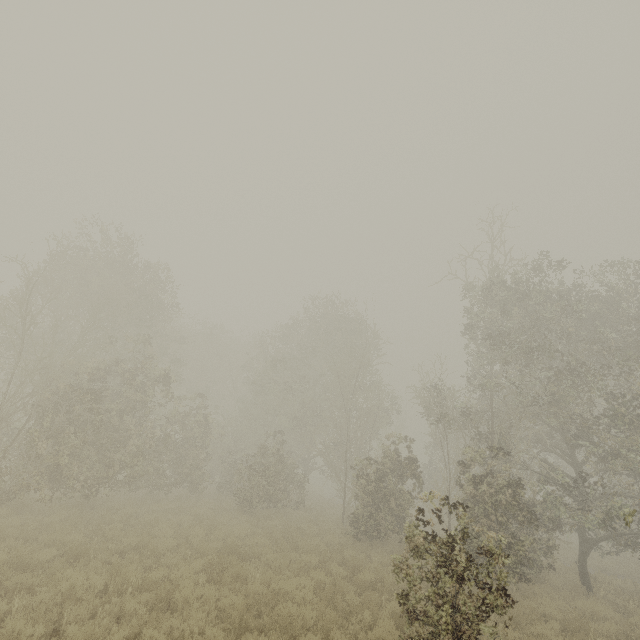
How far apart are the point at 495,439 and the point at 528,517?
4.6m
